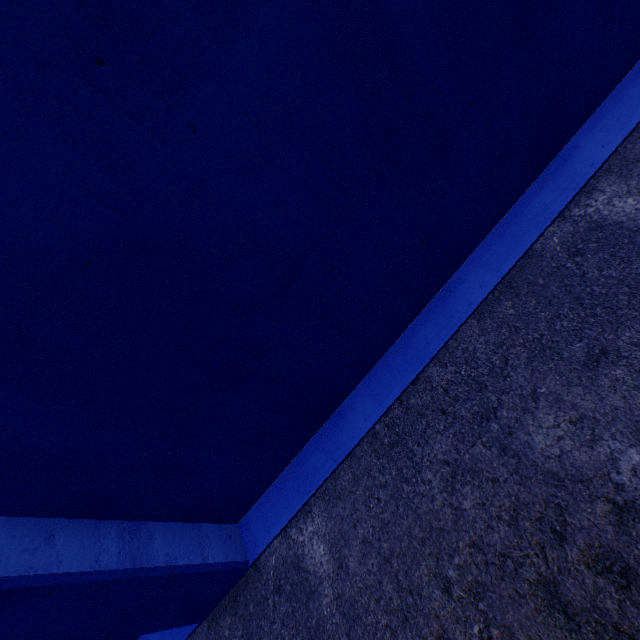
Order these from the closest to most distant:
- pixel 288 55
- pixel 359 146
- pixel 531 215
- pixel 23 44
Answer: pixel 23 44 < pixel 288 55 < pixel 359 146 < pixel 531 215
